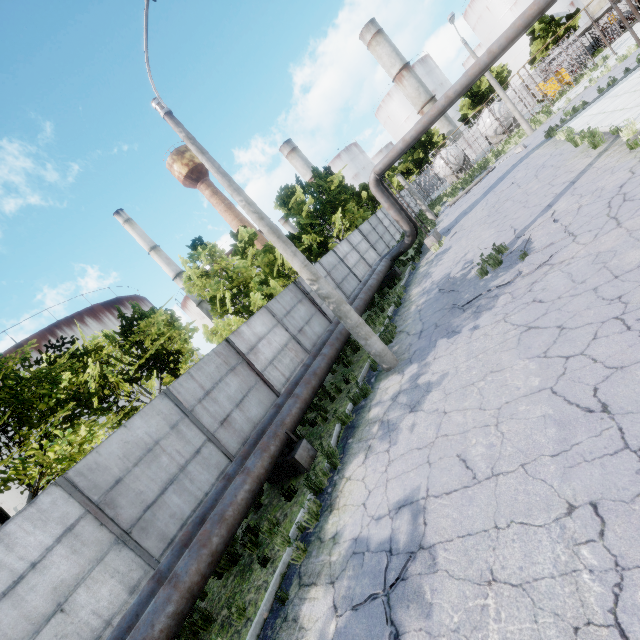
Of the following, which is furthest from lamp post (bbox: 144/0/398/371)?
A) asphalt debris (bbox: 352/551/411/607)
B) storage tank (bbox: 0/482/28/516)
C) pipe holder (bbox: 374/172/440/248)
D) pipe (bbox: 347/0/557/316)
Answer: storage tank (bbox: 0/482/28/516)

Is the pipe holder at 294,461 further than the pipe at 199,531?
Yes

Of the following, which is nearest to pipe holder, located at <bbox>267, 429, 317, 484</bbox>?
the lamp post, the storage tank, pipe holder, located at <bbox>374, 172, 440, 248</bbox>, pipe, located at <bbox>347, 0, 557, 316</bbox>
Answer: pipe, located at <bbox>347, 0, 557, 316</bbox>

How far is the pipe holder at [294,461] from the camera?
7.48m

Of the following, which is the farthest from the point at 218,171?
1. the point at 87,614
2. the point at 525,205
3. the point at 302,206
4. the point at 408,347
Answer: the point at 302,206

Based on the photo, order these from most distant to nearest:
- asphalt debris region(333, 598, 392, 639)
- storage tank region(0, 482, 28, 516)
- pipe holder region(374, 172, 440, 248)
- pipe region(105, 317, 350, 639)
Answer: storage tank region(0, 482, 28, 516)
pipe holder region(374, 172, 440, 248)
pipe region(105, 317, 350, 639)
asphalt debris region(333, 598, 392, 639)

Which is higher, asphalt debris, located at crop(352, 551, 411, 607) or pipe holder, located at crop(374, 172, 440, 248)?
pipe holder, located at crop(374, 172, 440, 248)

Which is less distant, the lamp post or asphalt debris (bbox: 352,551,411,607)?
asphalt debris (bbox: 352,551,411,607)
